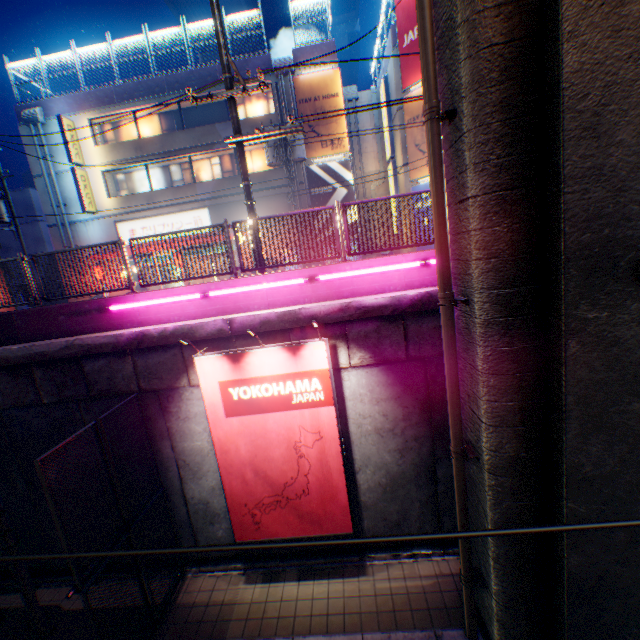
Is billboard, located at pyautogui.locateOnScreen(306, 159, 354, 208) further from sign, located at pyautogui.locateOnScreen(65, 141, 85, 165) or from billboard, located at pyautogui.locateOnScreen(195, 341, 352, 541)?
billboard, located at pyautogui.locateOnScreen(195, 341, 352, 541)

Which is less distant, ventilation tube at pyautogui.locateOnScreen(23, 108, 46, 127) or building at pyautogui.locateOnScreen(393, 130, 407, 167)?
building at pyautogui.locateOnScreen(393, 130, 407, 167)

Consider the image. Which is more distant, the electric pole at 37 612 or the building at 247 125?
the building at 247 125

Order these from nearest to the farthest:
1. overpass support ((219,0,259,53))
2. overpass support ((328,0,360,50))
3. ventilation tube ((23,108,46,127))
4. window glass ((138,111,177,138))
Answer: ventilation tube ((23,108,46,127))
window glass ((138,111,177,138))
overpass support ((219,0,259,53))
overpass support ((328,0,360,50))

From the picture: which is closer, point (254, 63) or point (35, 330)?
point (35, 330)

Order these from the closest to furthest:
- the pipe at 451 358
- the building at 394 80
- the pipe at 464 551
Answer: the pipe at 451 358 → the pipe at 464 551 → the building at 394 80

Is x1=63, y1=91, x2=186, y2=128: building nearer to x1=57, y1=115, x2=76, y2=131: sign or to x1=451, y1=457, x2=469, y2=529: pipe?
x1=57, y1=115, x2=76, y2=131: sign

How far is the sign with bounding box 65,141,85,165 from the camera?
18.59m
